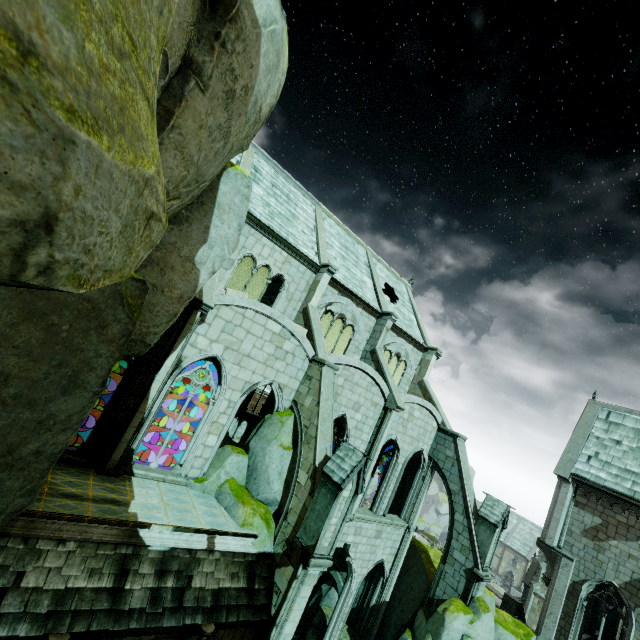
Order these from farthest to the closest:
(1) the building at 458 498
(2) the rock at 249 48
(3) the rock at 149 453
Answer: (3) the rock at 149 453
(1) the building at 458 498
(2) the rock at 249 48

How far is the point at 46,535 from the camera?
7.5m

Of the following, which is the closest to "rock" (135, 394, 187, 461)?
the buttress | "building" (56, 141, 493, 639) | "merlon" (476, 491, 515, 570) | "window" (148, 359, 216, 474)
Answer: "building" (56, 141, 493, 639)

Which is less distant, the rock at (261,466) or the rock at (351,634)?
the rock at (261,466)

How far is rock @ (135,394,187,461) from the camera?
23.9 meters

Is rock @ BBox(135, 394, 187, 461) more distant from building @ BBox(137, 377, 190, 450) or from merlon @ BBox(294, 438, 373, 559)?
merlon @ BBox(294, 438, 373, 559)

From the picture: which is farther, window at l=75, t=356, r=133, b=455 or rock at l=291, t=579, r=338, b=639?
rock at l=291, t=579, r=338, b=639
